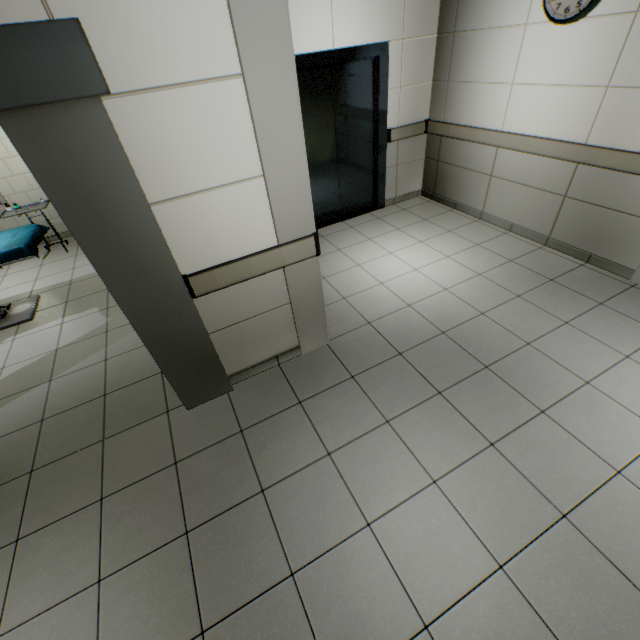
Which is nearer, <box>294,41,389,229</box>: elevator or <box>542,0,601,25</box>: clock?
<box>542,0,601,25</box>: clock

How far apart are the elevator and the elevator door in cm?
1

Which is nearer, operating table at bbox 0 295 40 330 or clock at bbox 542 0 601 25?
clock at bbox 542 0 601 25

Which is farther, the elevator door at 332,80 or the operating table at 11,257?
the elevator door at 332,80

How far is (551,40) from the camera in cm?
318

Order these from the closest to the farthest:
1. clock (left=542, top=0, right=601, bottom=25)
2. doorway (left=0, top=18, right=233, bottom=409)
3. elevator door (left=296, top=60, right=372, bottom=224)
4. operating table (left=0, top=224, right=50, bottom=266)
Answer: doorway (left=0, top=18, right=233, bottom=409) < clock (left=542, top=0, right=601, bottom=25) < operating table (left=0, top=224, right=50, bottom=266) < elevator door (left=296, top=60, right=372, bottom=224)

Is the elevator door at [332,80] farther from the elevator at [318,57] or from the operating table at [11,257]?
the operating table at [11,257]

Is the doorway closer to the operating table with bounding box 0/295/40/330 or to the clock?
the operating table with bounding box 0/295/40/330
